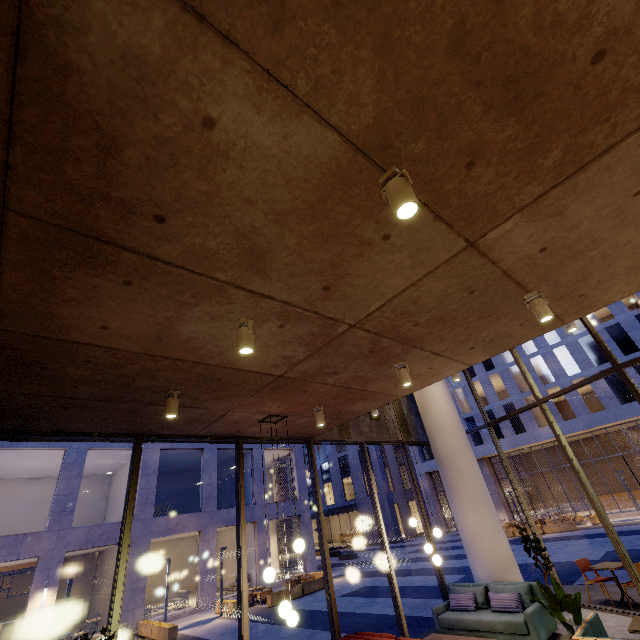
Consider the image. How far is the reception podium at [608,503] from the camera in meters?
26.9 m

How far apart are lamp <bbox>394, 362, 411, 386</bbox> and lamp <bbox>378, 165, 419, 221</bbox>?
3.17m

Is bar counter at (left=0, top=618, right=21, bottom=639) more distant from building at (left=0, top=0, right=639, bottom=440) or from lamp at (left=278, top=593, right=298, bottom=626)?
lamp at (left=278, top=593, right=298, bottom=626)

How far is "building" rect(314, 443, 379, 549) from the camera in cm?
3950

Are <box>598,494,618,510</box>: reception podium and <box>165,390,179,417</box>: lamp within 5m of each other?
no

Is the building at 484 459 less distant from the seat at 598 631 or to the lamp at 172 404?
the seat at 598 631

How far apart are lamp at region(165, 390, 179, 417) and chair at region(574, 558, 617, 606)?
10.8 meters

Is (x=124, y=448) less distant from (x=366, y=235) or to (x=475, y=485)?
(x=475, y=485)
